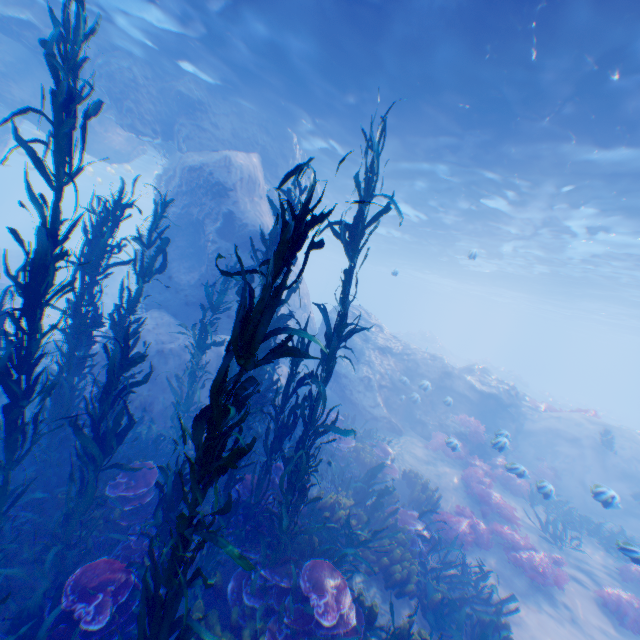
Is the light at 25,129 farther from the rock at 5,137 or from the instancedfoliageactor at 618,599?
the instancedfoliageactor at 618,599

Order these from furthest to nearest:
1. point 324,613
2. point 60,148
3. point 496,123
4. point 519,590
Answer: point 496,123 < point 519,590 < point 324,613 < point 60,148

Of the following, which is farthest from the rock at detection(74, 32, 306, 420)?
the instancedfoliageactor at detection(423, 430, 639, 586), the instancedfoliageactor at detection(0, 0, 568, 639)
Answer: the instancedfoliageactor at detection(423, 430, 639, 586)

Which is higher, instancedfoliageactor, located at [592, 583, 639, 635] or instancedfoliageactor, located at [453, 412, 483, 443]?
instancedfoliageactor, located at [453, 412, 483, 443]

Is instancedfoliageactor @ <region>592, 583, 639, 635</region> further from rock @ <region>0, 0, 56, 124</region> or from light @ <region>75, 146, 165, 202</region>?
light @ <region>75, 146, 165, 202</region>

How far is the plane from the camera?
23.5m

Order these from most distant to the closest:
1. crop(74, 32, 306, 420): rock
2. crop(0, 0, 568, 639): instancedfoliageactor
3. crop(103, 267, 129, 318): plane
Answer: crop(103, 267, 129, 318): plane
crop(74, 32, 306, 420): rock
crop(0, 0, 568, 639): instancedfoliageactor

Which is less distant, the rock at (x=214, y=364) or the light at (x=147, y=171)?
the rock at (x=214, y=364)
